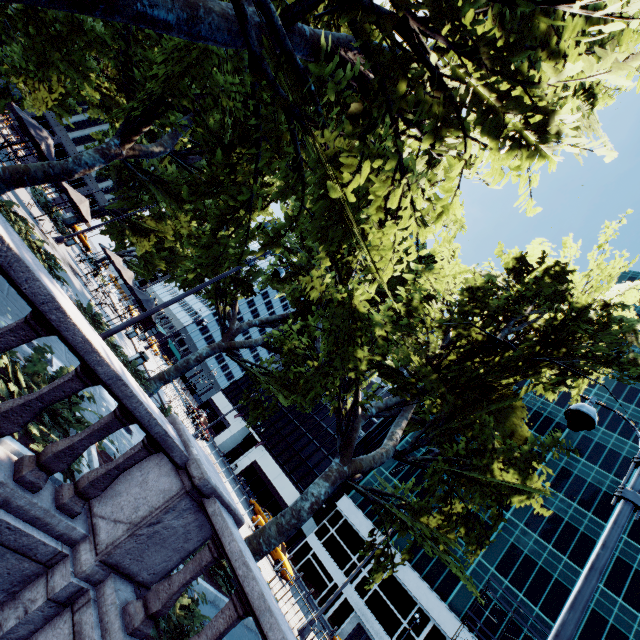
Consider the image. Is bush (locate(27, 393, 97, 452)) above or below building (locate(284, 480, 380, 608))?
below

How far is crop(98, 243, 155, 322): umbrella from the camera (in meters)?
18.61

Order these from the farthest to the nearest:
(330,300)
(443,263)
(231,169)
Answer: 1. (443,263)
2. (330,300)
3. (231,169)

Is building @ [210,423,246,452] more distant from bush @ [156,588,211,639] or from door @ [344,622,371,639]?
bush @ [156,588,211,639]

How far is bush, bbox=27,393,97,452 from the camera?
4.12m

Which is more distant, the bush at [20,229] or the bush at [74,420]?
the bush at [20,229]

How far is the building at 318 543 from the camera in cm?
3950

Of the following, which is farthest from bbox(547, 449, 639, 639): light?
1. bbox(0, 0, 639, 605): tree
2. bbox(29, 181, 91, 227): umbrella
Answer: bbox(29, 181, 91, 227): umbrella
